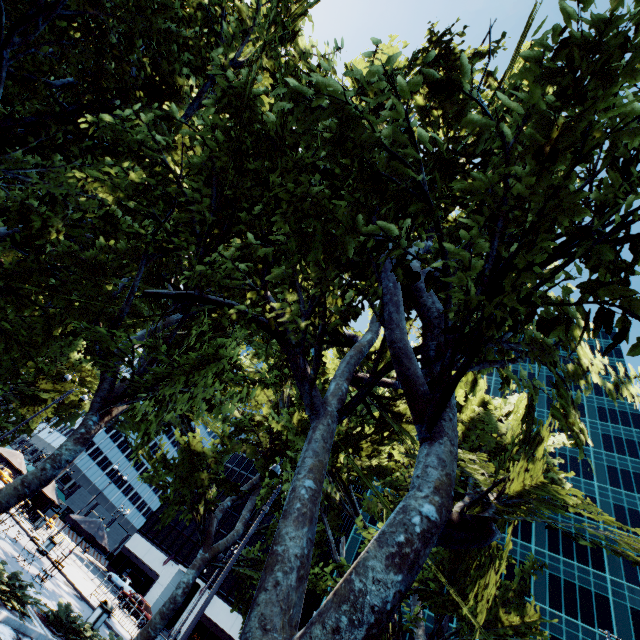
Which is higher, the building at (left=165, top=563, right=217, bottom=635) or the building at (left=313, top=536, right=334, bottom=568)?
the building at (left=313, top=536, right=334, bottom=568)

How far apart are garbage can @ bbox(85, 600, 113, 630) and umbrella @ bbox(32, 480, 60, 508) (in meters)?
6.64

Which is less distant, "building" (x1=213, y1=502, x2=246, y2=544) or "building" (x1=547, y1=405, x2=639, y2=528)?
"building" (x1=547, y1=405, x2=639, y2=528)

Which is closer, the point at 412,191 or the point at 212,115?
the point at 412,191

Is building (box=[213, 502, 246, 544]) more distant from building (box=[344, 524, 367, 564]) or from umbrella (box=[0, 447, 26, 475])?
umbrella (box=[0, 447, 26, 475])

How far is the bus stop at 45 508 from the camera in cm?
3072

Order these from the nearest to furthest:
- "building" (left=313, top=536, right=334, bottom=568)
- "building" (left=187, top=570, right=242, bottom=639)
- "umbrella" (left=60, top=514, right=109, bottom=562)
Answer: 1. "umbrella" (left=60, top=514, right=109, bottom=562)
2. "building" (left=187, top=570, right=242, bottom=639)
3. "building" (left=313, top=536, right=334, bottom=568)

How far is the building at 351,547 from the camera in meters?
47.8 m
